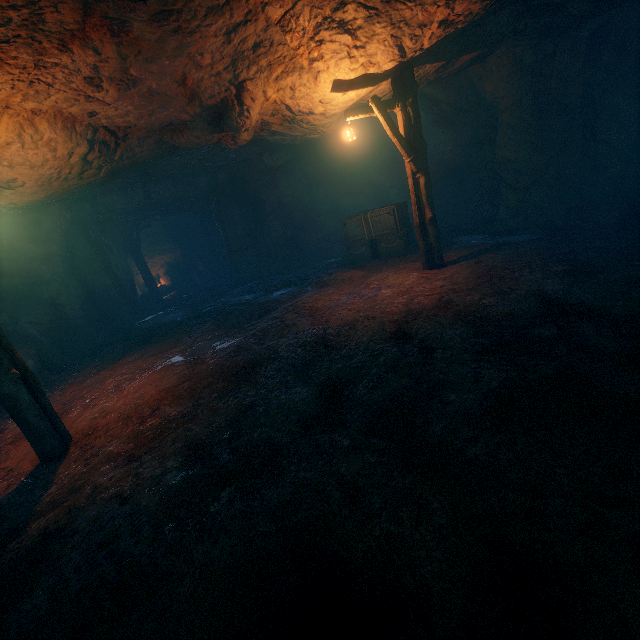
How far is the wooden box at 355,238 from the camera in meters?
11.3

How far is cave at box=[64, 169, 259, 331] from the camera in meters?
13.1

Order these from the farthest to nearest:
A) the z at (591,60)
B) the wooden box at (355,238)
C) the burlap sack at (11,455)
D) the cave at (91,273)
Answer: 1. the cave at (91,273)
2. the wooden box at (355,238)
3. the z at (591,60)
4. the burlap sack at (11,455)

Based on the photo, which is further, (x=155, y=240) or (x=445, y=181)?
(x=155, y=240)

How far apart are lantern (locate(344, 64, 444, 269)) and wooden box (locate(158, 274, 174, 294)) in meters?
18.2 m

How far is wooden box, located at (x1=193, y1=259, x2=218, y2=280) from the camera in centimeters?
2223cm

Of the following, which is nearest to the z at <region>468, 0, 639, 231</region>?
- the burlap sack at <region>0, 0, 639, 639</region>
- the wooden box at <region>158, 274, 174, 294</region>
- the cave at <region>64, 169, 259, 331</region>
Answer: the burlap sack at <region>0, 0, 639, 639</region>

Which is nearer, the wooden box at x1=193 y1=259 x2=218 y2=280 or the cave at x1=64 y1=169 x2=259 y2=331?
the cave at x1=64 y1=169 x2=259 y2=331
